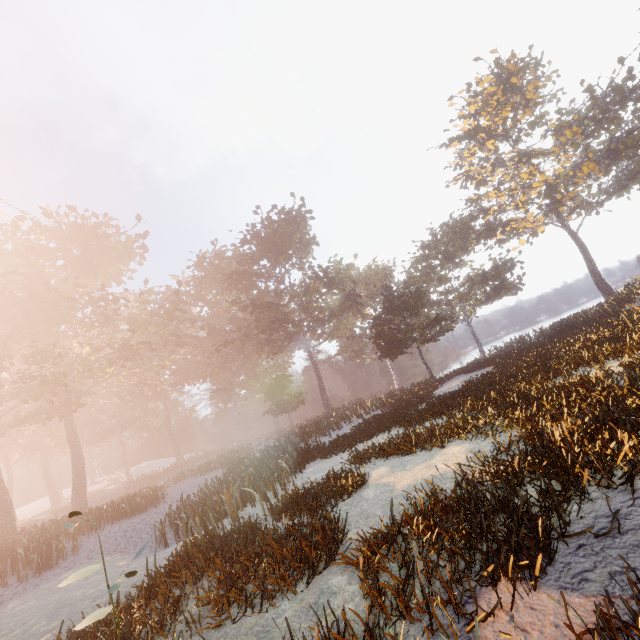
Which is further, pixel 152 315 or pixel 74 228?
pixel 152 315
